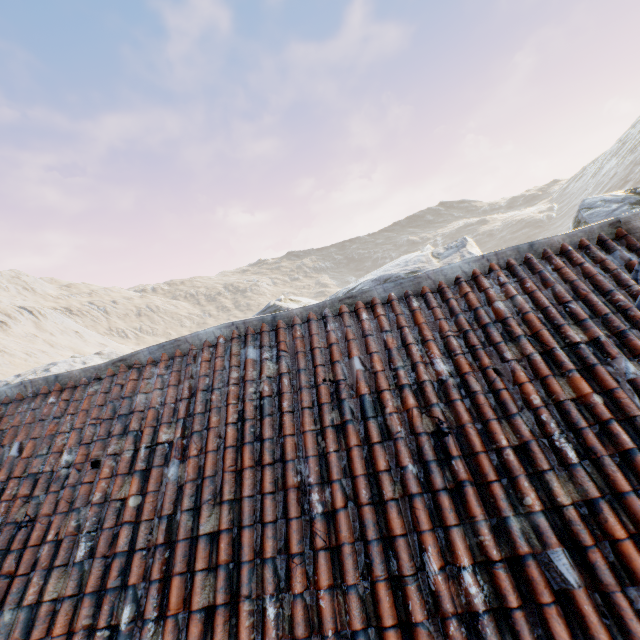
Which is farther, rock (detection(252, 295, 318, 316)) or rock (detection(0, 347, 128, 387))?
rock (detection(0, 347, 128, 387))

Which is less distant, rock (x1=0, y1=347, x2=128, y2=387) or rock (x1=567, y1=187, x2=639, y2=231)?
rock (x1=567, y1=187, x2=639, y2=231)

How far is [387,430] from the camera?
2.71m

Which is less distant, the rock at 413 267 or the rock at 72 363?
the rock at 413 267

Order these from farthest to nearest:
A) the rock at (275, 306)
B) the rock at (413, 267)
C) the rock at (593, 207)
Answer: the rock at (275, 306) < the rock at (413, 267) < the rock at (593, 207)

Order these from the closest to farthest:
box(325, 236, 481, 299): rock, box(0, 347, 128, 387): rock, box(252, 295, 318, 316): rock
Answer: box(325, 236, 481, 299): rock → box(252, 295, 318, 316): rock → box(0, 347, 128, 387): rock
